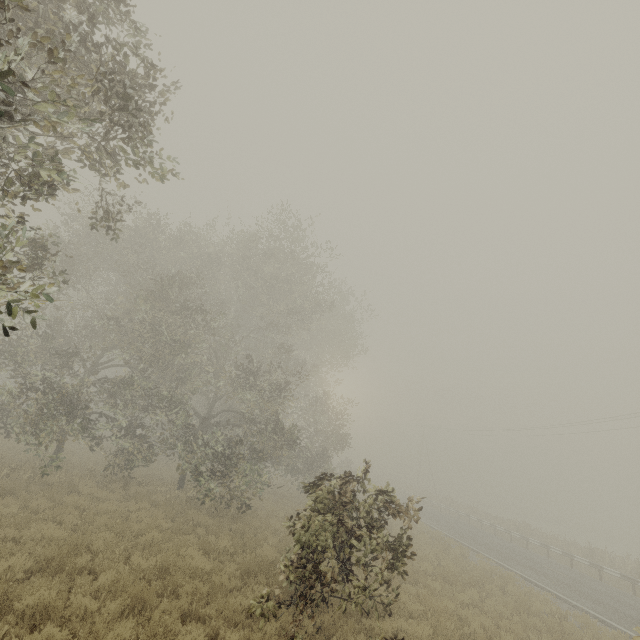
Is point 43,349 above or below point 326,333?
below
